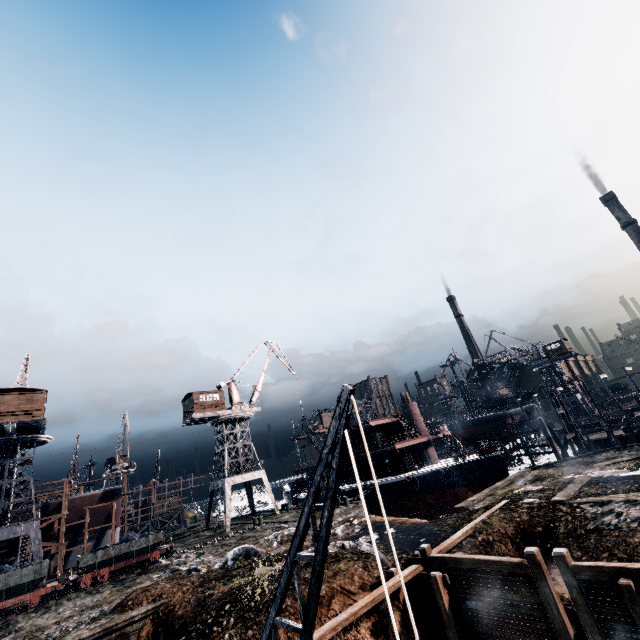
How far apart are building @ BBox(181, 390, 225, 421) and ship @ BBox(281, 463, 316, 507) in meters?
19.0

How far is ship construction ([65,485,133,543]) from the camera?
40.5m

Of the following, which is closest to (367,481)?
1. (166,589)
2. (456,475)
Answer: (456,475)

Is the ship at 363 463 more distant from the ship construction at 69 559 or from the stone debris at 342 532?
the ship construction at 69 559

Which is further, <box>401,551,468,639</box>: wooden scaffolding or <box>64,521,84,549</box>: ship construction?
<box>64,521,84,549</box>: ship construction

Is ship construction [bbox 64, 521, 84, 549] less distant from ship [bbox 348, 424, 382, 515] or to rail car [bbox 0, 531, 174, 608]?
rail car [bbox 0, 531, 174, 608]

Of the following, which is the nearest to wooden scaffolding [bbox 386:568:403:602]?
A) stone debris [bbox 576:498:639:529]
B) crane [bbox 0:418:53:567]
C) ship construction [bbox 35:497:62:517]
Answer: stone debris [bbox 576:498:639:529]

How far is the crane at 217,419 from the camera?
41.31m
